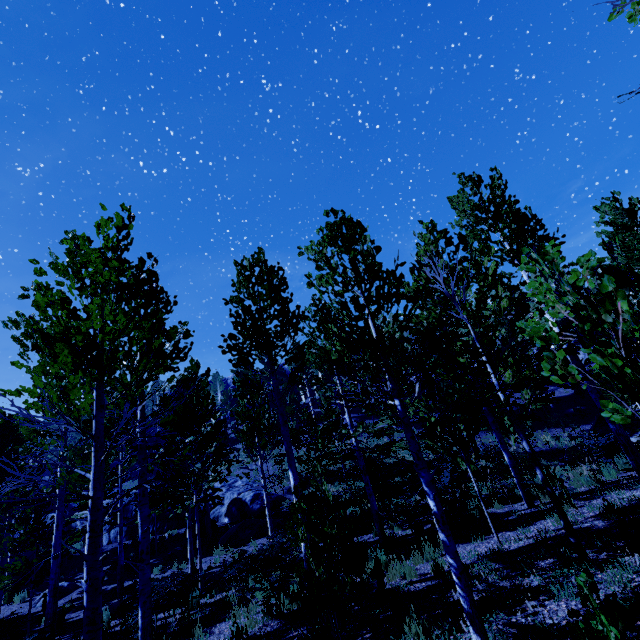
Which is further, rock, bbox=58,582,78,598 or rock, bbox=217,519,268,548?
rock, bbox=217,519,268,548

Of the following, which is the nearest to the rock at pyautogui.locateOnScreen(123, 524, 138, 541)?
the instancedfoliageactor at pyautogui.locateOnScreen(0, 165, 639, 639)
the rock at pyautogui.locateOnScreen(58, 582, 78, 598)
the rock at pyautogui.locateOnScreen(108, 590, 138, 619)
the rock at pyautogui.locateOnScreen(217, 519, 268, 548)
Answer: the instancedfoliageactor at pyautogui.locateOnScreen(0, 165, 639, 639)

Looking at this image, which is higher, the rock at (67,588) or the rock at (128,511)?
the rock at (128,511)

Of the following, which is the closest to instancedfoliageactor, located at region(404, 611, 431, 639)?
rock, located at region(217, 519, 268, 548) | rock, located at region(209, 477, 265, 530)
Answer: rock, located at region(209, 477, 265, 530)

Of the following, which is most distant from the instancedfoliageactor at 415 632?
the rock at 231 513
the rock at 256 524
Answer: the rock at 256 524

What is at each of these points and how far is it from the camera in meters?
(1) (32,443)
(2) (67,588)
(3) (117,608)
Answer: (1) instancedfoliageactor, 15.9
(2) rock, 16.5
(3) rock, 10.9

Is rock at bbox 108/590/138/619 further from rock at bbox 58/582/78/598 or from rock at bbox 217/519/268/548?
rock at bbox 58/582/78/598
